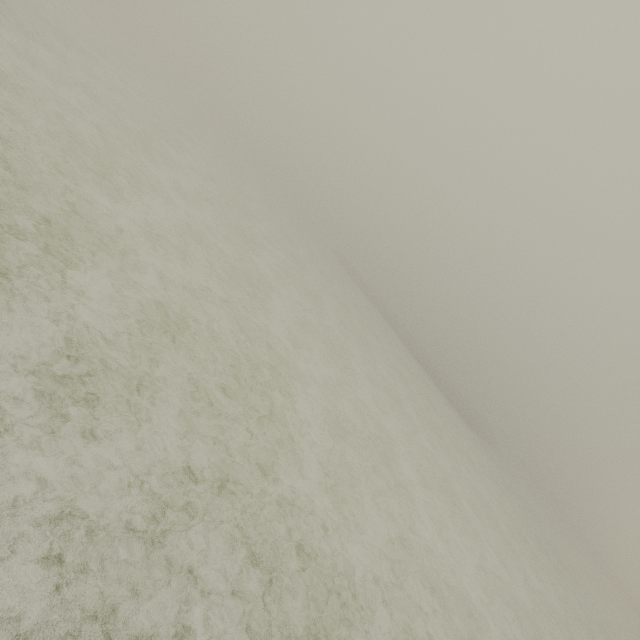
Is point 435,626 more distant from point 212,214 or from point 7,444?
point 212,214
